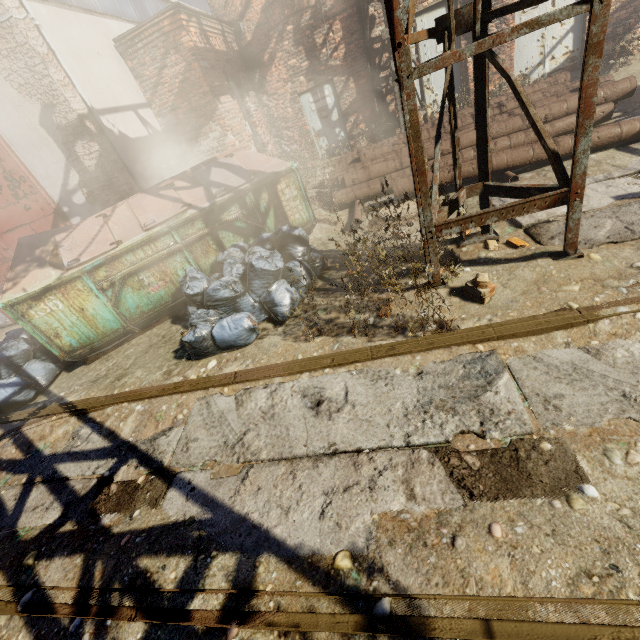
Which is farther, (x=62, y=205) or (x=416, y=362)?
(x=62, y=205)

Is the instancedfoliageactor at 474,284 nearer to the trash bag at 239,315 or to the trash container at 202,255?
the trash bag at 239,315

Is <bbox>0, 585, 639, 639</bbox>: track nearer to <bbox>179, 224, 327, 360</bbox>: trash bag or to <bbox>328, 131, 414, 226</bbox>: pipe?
<bbox>179, 224, 327, 360</bbox>: trash bag

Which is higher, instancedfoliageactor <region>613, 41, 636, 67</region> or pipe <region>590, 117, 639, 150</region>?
instancedfoliageactor <region>613, 41, 636, 67</region>

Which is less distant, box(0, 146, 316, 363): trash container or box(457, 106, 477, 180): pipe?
box(0, 146, 316, 363): trash container

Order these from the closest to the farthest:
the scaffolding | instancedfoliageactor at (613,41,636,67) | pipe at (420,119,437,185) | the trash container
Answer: the scaffolding
the trash container
pipe at (420,119,437,185)
instancedfoliageactor at (613,41,636,67)

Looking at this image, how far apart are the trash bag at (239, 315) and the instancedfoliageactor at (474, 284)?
1.9 meters

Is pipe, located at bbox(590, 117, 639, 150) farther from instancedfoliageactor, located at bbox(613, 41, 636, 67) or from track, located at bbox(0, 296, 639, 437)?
track, located at bbox(0, 296, 639, 437)
